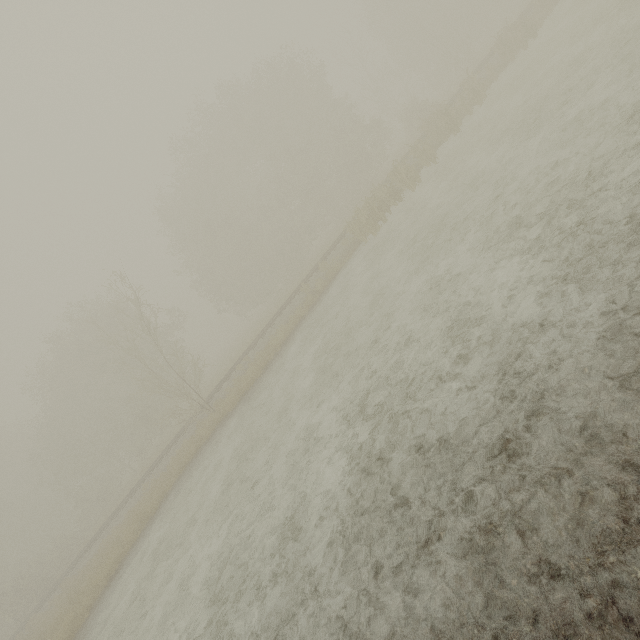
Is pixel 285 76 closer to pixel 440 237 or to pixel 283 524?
pixel 440 237
